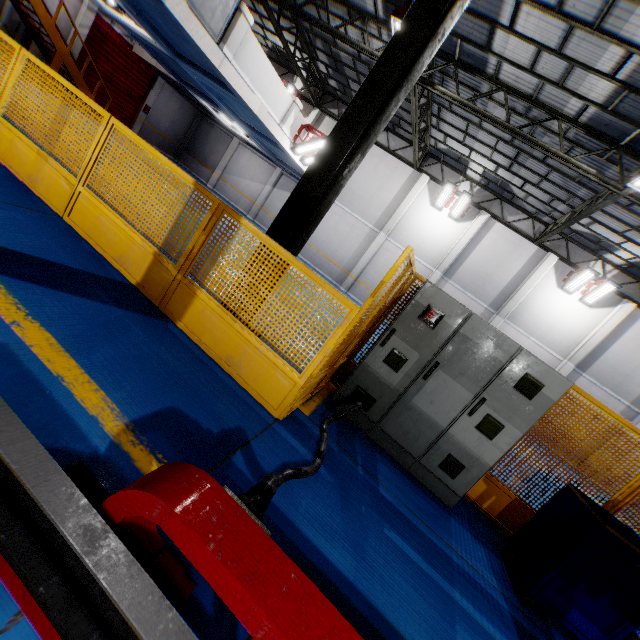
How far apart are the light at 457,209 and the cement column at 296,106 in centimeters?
924cm

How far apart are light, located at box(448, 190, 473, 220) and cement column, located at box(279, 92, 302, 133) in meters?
9.2 m

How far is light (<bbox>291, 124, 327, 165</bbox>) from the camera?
13.0 meters

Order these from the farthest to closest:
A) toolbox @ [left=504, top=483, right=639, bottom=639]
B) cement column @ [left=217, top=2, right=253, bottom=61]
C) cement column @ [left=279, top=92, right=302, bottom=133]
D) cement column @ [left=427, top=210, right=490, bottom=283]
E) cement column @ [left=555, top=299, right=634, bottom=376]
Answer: cement column @ [left=427, top=210, right=490, bottom=283]
cement column @ [left=555, top=299, right=634, bottom=376]
cement column @ [left=279, top=92, right=302, bottom=133]
cement column @ [left=217, top=2, right=253, bottom=61]
toolbox @ [left=504, top=483, right=639, bottom=639]

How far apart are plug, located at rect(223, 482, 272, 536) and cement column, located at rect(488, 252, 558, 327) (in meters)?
17.92

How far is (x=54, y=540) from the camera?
1.3 meters

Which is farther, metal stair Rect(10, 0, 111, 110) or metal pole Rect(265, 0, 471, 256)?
metal stair Rect(10, 0, 111, 110)

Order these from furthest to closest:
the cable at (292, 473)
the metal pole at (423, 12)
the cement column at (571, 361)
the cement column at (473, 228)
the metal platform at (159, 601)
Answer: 1. the cement column at (473, 228)
2. the cement column at (571, 361)
3. the metal pole at (423, 12)
4. the cable at (292, 473)
5. the metal platform at (159, 601)
